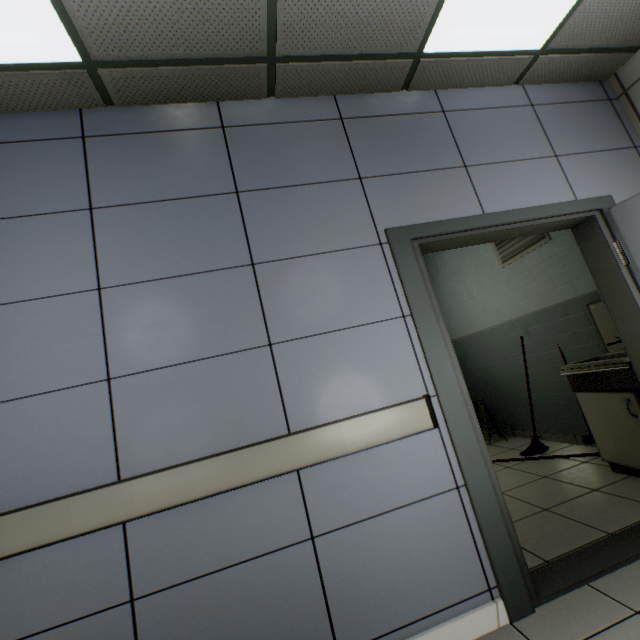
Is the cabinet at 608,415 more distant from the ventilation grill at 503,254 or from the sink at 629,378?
the ventilation grill at 503,254

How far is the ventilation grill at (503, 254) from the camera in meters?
3.7

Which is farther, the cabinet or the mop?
the mop

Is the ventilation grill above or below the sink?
above

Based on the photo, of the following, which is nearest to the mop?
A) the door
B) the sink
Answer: the sink

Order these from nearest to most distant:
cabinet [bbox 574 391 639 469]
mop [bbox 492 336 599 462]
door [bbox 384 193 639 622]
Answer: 1. door [bbox 384 193 639 622]
2. cabinet [bbox 574 391 639 469]
3. mop [bbox 492 336 599 462]

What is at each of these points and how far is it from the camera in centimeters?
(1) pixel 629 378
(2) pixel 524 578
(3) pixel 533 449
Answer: (1) sink, 254cm
(2) door, 166cm
(3) mop, 380cm

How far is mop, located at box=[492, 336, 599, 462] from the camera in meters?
3.4 m
